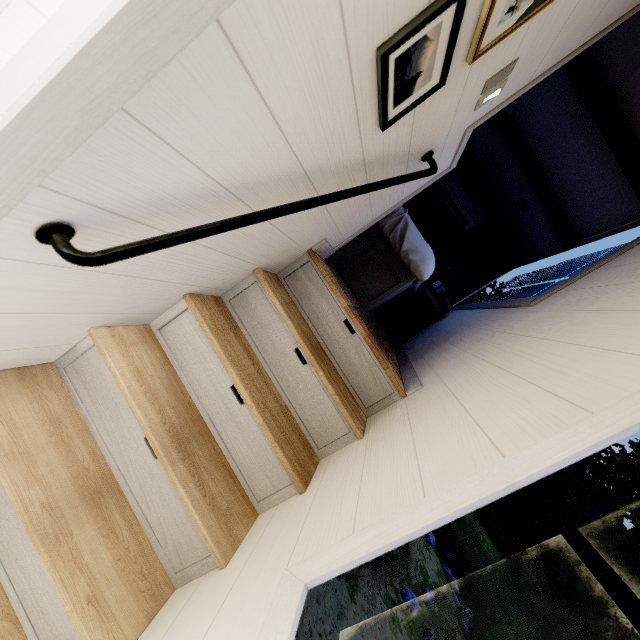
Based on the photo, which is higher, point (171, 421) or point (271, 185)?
point (271, 185)
